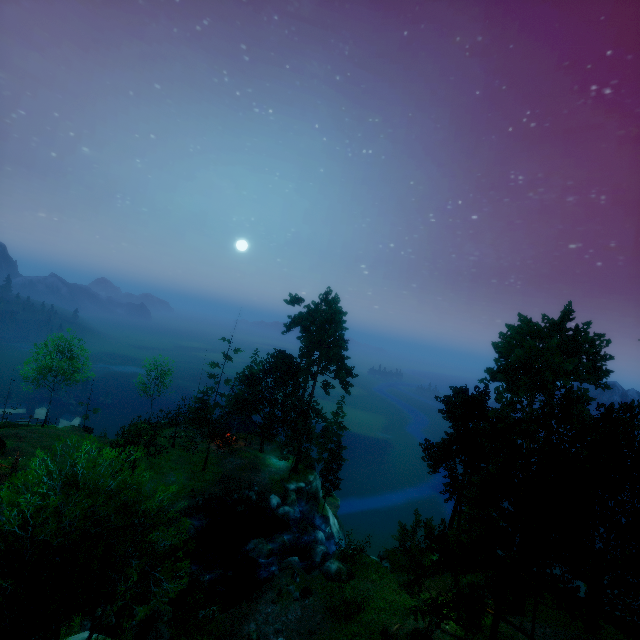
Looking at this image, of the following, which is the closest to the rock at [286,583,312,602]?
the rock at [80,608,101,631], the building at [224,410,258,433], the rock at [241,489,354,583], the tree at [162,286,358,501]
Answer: the rock at [241,489,354,583]

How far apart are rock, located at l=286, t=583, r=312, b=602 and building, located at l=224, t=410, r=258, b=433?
23.0 meters

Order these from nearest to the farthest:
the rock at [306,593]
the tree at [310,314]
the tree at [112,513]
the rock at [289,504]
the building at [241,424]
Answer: the tree at [112,513]
the rock at [306,593]
the rock at [289,504]
the tree at [310,314]
the building at [241,424]

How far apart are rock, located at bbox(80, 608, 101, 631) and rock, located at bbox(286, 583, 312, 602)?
10.9 meters

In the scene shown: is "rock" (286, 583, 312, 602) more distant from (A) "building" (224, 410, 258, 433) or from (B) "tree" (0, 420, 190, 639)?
(A) "building" (224, 410, 258, 433)

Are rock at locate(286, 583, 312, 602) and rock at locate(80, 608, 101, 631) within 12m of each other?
yes

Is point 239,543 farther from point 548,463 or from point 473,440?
point 548,463

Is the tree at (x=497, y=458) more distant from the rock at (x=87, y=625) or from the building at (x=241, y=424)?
the rock at (x=87, y=625)
